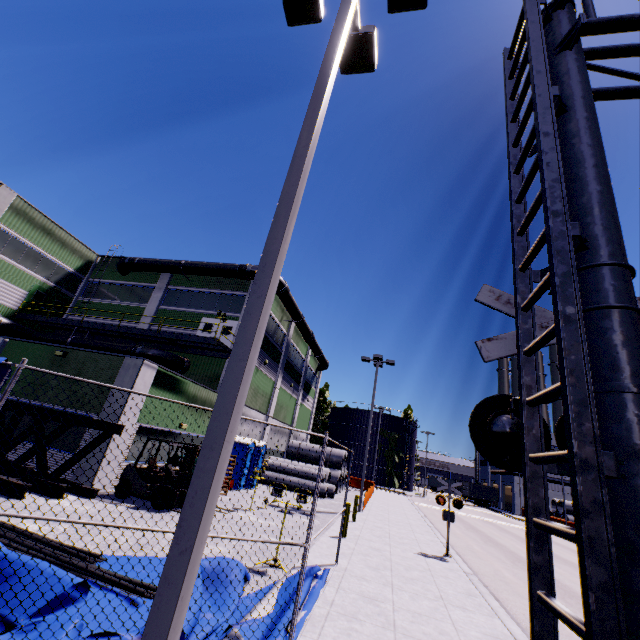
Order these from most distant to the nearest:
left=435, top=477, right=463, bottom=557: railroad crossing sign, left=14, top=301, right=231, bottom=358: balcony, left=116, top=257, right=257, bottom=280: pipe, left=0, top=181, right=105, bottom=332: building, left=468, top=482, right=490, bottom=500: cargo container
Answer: left=468, top=482, right=490, bottom=500: cargo container → left=116, top=257, right=257, bottom=280: pipe → left=0, top=181, right=105, bottom=332: building → left=14, top=301, right=231, bottom=358: balcony → left=435, top=477, right=463, bottom=557: railroad crossing sign

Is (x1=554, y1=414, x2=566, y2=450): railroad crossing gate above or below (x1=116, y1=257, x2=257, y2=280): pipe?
below

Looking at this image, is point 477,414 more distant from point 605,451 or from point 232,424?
point 232,424

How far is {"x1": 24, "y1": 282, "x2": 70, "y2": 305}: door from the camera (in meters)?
23.48

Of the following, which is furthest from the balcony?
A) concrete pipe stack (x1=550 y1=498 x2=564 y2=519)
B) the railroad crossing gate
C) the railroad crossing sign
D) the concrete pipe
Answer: concrete pipe stack (x1=550 y1=498 x2=564 y2=519)

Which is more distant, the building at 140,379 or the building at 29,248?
the building at 29,248

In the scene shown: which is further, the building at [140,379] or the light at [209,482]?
the building at [140,379]

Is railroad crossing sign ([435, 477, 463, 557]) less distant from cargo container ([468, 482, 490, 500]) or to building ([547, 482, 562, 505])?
building ([547, 482, 562, 505])
